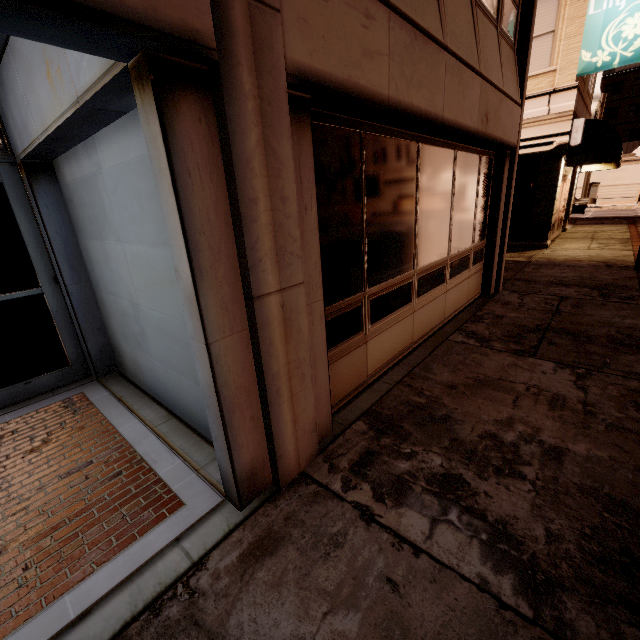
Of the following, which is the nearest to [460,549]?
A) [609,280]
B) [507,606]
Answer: [507,606]

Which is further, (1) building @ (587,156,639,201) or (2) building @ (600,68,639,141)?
(2) building @ (600,68,639,141)

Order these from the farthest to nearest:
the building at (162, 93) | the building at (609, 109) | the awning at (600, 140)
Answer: the building at (609, 109) → the awning at (600, 140) → the building at (162, 93)

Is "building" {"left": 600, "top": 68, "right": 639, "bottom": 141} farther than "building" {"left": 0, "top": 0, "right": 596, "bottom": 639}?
Yes

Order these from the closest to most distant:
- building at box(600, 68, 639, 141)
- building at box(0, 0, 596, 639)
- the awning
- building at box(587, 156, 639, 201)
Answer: building at box(0, 0, 596, 639)
the awning
building at box(587, 156, 639, 201)
building at box(600, 68, 639, 141)

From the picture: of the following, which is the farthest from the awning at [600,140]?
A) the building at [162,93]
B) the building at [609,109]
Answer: the building at [609,109]

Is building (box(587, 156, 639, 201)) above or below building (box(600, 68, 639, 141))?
below

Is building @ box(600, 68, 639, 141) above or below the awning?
above
